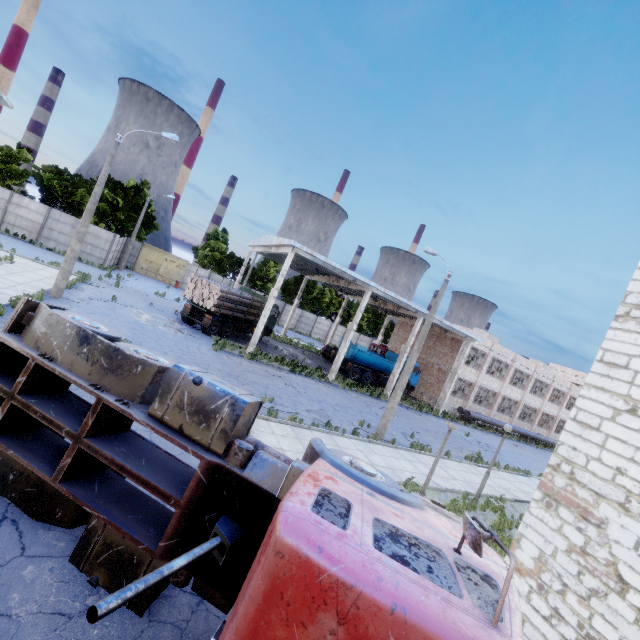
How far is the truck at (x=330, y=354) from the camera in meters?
33.7

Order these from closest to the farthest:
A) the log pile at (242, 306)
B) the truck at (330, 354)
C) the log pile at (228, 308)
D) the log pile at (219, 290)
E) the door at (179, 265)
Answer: the log pile at (219, 290) < the log pile at (228, 308) < the log pile at (242, 306) < the truck at (330, 354) < the door at (179, 265)

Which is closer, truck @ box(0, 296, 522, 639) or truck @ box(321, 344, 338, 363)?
truck @ box(0, 296, 522, 639)

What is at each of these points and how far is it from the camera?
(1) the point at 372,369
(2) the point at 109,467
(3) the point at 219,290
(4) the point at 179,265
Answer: (1) truck, 30.7m
(2) truck, 5.9m
(3) log pile, 21.5m
(4) door, 43.1m

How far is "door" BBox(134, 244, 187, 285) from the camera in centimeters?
4122cm

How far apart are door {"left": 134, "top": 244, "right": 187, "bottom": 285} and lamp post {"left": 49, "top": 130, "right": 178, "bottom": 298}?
26.8m

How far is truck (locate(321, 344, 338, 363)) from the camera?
33.66m
